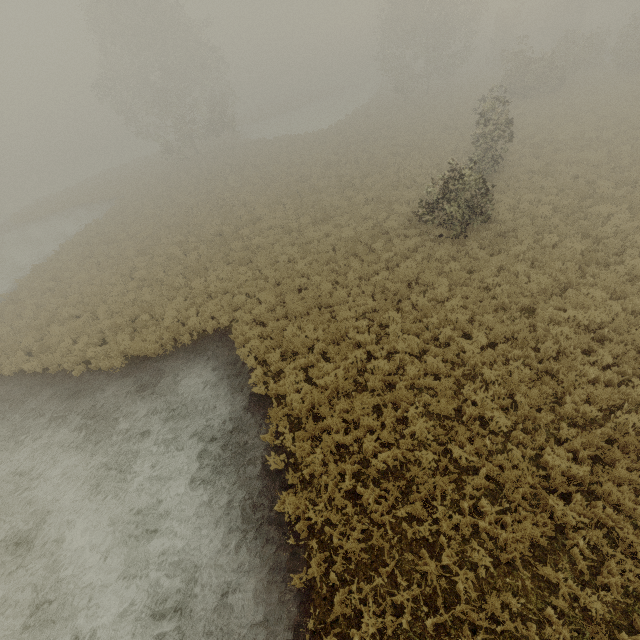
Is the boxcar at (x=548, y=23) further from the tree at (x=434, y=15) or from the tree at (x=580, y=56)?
the tree at (x=434, y=15)

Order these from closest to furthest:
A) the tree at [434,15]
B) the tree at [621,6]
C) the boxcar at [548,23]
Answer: the tree at [621,6], the tree at [434,15], the boxcar at [548,23]

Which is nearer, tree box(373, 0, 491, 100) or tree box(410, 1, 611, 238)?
tree box(410, 1, 611, 238)

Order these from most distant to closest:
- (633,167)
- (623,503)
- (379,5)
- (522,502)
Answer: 1. (379,5)
2. (633,167)
3. (522,502)
4. (623,503)

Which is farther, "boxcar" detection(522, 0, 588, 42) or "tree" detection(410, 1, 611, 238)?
"boxcar" detection(522, 0, 588, 42)

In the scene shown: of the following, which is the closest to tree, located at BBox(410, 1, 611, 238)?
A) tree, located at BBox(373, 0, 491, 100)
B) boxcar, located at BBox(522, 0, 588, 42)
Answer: tree, located at BBox(373, 0, 491, 100)
